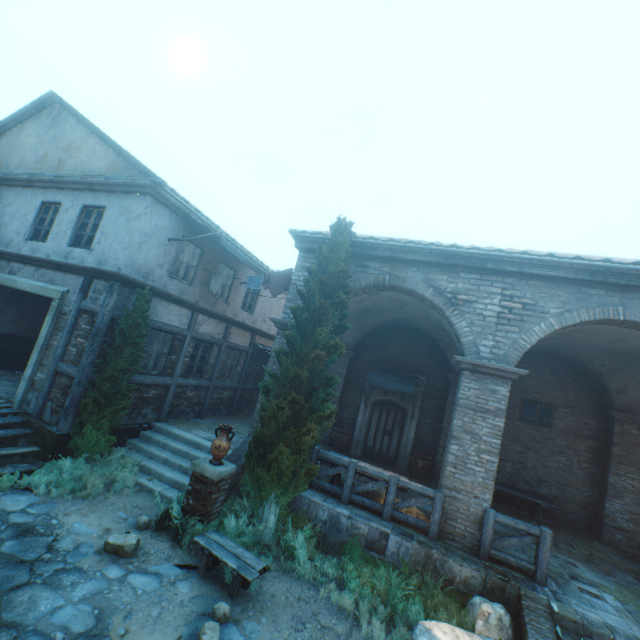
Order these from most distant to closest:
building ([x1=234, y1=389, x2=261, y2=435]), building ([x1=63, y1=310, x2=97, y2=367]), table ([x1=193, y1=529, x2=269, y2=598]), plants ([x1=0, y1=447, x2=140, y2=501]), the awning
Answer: the awning
building ([x1=234, y1=389, x2=261, y2=435])
building ([x1=63, y1=310, x2=97, y2=367])
plants ([x1=0, y1=447, x2=140, y2=501])
table ([x1=193, y1=529, x2=269, y2=598])

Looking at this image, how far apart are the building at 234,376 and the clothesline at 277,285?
2.9m

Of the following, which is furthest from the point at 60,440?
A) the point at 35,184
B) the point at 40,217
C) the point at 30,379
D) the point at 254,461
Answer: the point at 35,184

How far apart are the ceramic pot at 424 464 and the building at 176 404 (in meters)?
8.00

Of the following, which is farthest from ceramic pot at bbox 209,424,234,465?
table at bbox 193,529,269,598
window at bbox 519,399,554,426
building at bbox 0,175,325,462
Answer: window at bbox 519,399,554,426

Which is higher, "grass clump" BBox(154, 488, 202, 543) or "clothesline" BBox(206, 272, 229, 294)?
"clothesline" BBox(206, 272, 229, 294)

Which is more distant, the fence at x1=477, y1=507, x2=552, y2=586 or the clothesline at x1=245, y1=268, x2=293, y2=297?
the clothesline at x1=245, y1=268, x2=293, y2=297

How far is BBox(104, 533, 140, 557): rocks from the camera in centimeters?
542cm
